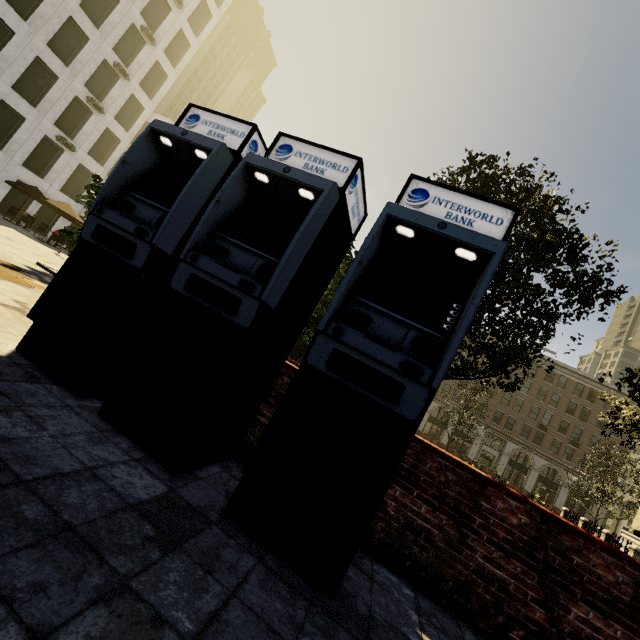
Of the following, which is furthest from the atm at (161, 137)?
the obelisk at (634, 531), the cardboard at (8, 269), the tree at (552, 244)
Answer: the obelisk at (634, 531)

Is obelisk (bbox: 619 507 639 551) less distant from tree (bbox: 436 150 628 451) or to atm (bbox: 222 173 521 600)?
tree (bbox: 436 150 628 451)

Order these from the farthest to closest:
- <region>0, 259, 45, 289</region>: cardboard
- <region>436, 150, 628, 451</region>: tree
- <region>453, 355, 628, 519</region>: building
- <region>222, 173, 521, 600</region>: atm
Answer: <region>453, 355, 628, 519</region>: building, <region>0, 259, 45, 289</region>: cardboard, <region>436, 150, 628, 451</region>: tree, <region>222, 173, 521, 600</region>: atm

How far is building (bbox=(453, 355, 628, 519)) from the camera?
44.4m

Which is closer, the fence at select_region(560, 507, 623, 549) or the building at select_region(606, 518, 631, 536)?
the fence at select_region(560, 507, 623, 549)

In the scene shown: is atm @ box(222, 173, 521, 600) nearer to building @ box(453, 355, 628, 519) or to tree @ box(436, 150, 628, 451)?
tree @ box(436, 150, 628, 451)

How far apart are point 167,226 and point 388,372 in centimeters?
246cm

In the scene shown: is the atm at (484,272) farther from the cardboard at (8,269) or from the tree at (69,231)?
the cardboard at (8,269)
